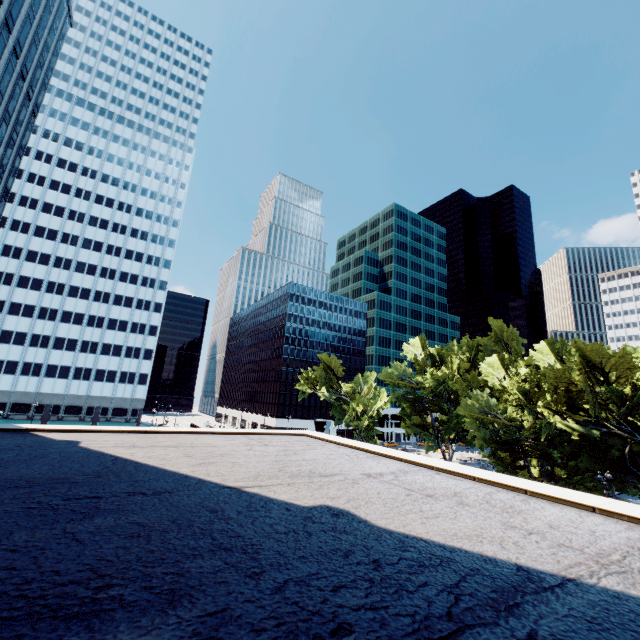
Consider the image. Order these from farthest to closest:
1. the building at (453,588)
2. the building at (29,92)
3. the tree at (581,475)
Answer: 1. the building at (29,92)
2. the tree at (581,475)
3. the building at (453,588)

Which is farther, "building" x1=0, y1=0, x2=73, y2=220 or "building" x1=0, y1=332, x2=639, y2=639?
"building" x1=0, y1=0, x2=73, y2=220

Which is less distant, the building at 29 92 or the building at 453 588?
the building at 453 588

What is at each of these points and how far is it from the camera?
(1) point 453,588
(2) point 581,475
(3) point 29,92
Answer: (1) building, 2.89m
(2) tree, 30.41m
(3) building, 38.09m

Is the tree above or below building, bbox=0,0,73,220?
below

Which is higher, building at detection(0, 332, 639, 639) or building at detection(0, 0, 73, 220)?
building at detection(0, 0, 73, 220)

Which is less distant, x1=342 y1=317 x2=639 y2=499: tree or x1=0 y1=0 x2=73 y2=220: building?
x1=342 y1=317 x2=639 y2=499: tree
